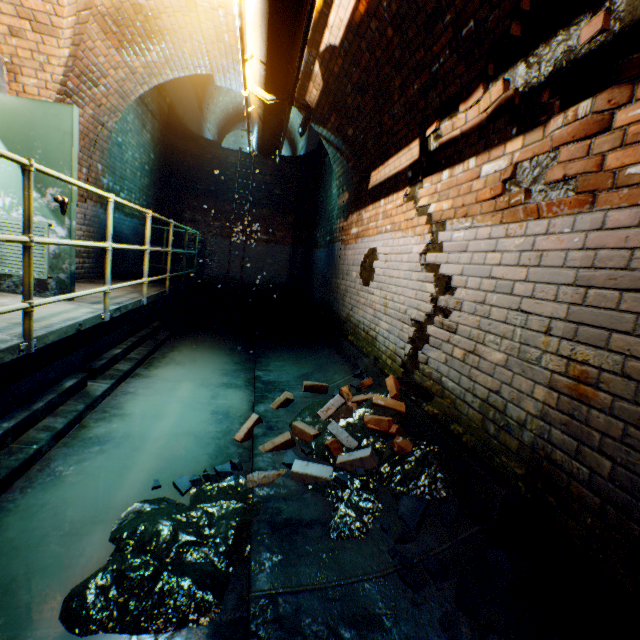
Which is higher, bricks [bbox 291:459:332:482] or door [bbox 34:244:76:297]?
door [bbox 34:244:76:297]

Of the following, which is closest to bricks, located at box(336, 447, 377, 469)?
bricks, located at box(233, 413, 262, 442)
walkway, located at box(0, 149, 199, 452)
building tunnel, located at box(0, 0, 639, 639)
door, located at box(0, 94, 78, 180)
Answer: building tunnel, located at box(0, 0, 639, 639)

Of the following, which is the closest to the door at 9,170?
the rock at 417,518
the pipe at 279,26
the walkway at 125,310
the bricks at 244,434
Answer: the walkway at 125,310

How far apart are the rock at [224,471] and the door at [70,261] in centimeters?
281cm

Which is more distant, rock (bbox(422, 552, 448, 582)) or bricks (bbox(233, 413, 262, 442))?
bricks (bbox(233, 413, 262, 442))

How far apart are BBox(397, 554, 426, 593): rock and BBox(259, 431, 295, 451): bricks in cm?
128

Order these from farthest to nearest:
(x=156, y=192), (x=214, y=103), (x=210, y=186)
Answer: (x=214, y=103) < (x=210, y=186) < (x=156, y=192)

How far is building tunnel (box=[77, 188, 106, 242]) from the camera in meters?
→ 5.3
